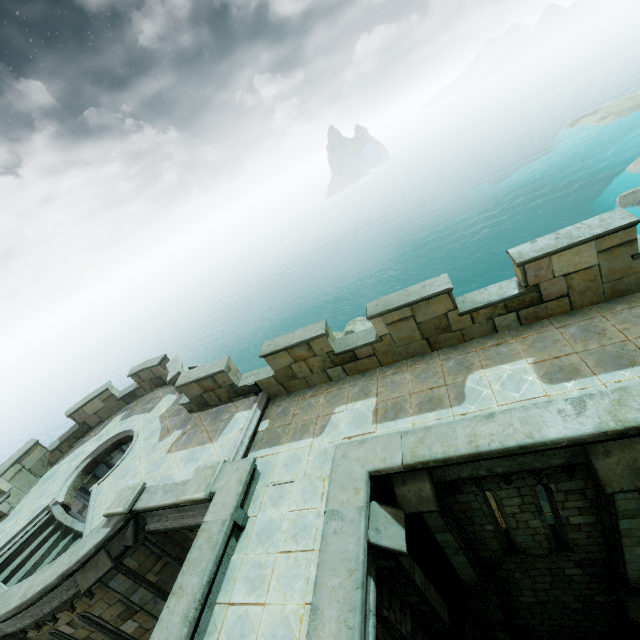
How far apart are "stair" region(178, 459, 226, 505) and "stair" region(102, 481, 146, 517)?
2.0 meters

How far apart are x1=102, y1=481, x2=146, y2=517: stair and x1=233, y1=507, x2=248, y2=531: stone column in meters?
4.0 m

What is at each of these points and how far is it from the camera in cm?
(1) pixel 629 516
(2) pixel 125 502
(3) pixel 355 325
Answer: (1) stone column, 557
(2) stair, 920
(3) rock, 3020

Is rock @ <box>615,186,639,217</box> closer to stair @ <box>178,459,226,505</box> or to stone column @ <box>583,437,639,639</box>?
stone column @ <box>583,437,639,639</box>

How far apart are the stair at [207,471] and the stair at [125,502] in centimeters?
201cm

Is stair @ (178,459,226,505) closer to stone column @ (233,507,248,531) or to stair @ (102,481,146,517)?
stone column @ (233,507,248,531)

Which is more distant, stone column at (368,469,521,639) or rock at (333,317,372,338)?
rock at (333,317,372,338)

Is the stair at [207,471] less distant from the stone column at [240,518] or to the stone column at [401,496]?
the stone column at [240,518]
